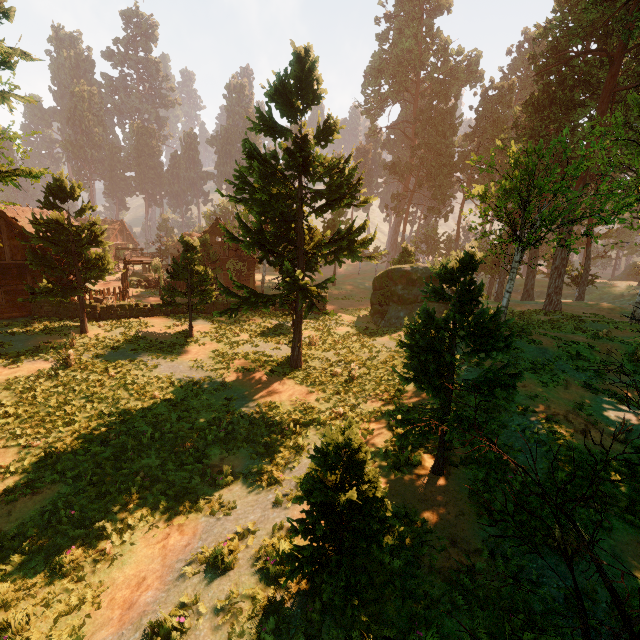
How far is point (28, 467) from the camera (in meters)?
10.12

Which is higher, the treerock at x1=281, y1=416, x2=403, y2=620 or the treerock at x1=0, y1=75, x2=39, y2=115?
the treerock at x1=0, y1=75, x2=39, y2=115

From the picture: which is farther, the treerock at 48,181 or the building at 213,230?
the building at 213,230

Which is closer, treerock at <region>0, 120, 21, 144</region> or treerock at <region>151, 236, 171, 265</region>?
treerock at <region>0, 120, 21, 144</region>

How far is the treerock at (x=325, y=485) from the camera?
5.01m

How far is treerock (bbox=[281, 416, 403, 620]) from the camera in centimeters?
501cm
